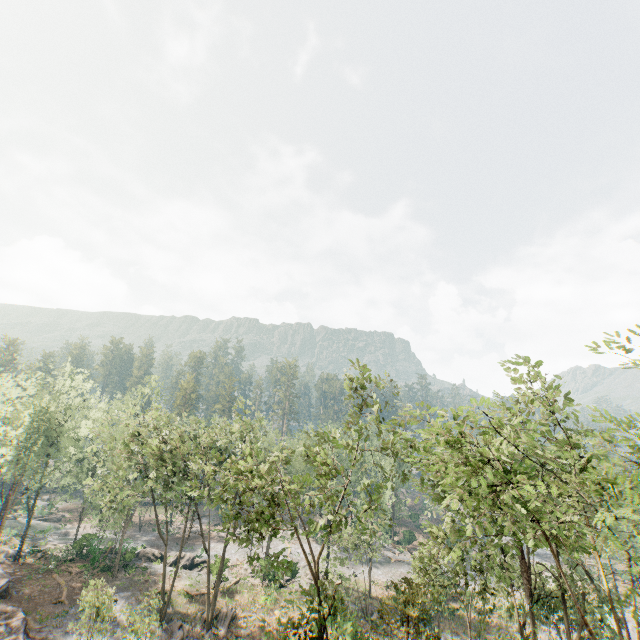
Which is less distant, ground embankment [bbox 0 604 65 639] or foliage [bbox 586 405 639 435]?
foliage [bbox 586 405 639 435]

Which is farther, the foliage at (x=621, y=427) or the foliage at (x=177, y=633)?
the foliage at (x=177, y=633)

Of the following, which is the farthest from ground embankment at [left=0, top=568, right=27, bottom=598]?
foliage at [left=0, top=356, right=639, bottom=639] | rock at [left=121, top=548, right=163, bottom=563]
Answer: rock at [left=121, top=548, right=163, bottom=563]

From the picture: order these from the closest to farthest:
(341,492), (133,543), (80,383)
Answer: (341,492) → (133,543) → (80,383)

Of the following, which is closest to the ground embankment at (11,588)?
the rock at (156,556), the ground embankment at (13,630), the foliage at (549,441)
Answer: the foliage at (549,441)

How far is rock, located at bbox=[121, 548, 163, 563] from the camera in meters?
39.7

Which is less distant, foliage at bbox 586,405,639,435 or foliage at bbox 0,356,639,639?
foliage at bbox 586,405,639,435
